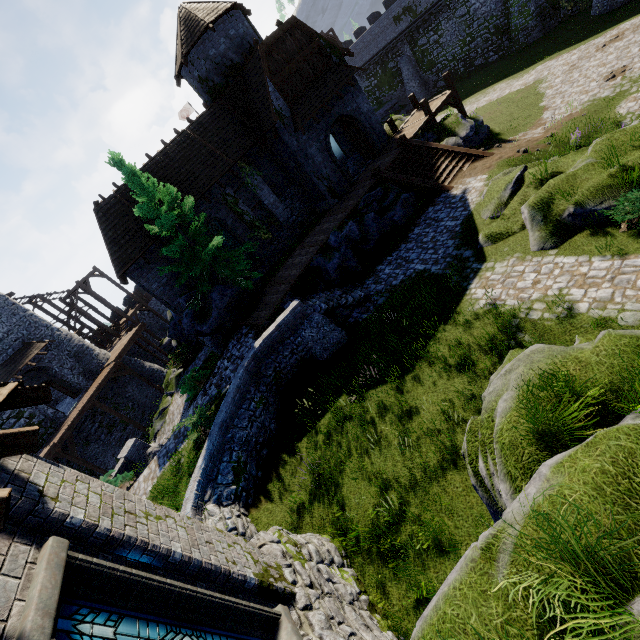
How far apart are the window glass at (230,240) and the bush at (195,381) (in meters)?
7.27

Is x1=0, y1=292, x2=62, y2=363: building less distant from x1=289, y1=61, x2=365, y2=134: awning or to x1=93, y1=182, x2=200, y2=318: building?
x1=93, y1=182, x2=200, y2=318: building

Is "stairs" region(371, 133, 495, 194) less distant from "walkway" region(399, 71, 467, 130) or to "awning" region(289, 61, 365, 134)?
"walkway" region(399, 71, 467, 130)

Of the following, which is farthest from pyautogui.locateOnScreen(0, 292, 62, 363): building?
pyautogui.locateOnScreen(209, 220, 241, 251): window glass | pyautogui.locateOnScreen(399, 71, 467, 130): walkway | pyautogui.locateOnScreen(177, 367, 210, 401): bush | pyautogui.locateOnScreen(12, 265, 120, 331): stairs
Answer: pyautogui.locateOnScreen(399, 71, 467, 130): walkway

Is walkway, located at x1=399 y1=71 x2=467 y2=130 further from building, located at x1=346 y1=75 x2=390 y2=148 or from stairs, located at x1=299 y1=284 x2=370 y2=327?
stairs, located at x1=299 y1=284 x2=370 y2=327

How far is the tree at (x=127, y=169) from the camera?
15.14m

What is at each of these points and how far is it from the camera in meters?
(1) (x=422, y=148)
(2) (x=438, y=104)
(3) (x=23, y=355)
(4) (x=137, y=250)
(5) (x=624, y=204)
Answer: (1) stairs, 19.4
(2) walkway, 21.2
(3) awning, 24.5
(4) building, 17.7
(5) bush, 8.2

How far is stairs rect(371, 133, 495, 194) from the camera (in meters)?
17.56
